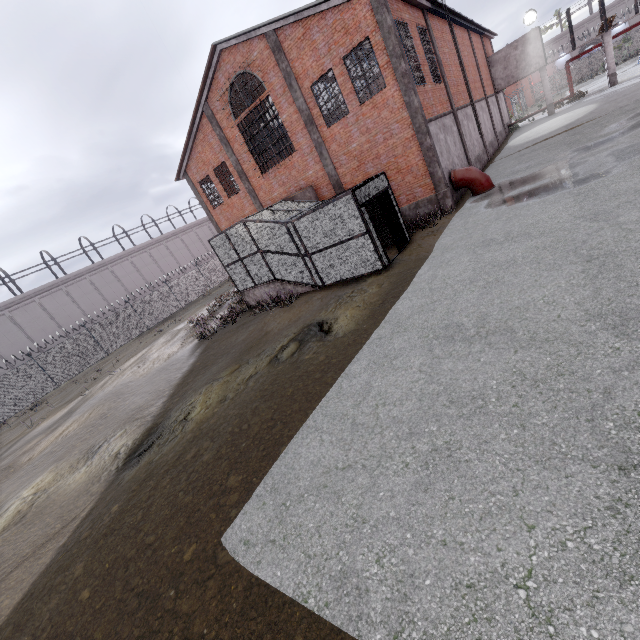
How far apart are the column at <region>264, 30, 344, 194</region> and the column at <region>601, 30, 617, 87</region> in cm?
2780

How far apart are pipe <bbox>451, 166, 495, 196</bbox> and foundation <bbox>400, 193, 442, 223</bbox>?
1.13m

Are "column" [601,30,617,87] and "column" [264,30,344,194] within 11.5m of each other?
no

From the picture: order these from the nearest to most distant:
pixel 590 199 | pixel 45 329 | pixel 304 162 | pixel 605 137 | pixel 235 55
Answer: pixel 590 199 < pixel 605 137 < pixel 235 55 < pixel 304 162 < pixel 45 329

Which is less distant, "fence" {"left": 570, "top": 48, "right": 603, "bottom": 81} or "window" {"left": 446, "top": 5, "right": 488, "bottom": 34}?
"window" {"left": 446, "top": 5, "right": 488, "bottom": 34}

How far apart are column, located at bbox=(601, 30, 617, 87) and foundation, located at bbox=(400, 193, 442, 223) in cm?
2615

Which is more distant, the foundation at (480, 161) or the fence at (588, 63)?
the fence at (588, 63)

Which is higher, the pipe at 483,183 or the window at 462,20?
the window at 462,20
